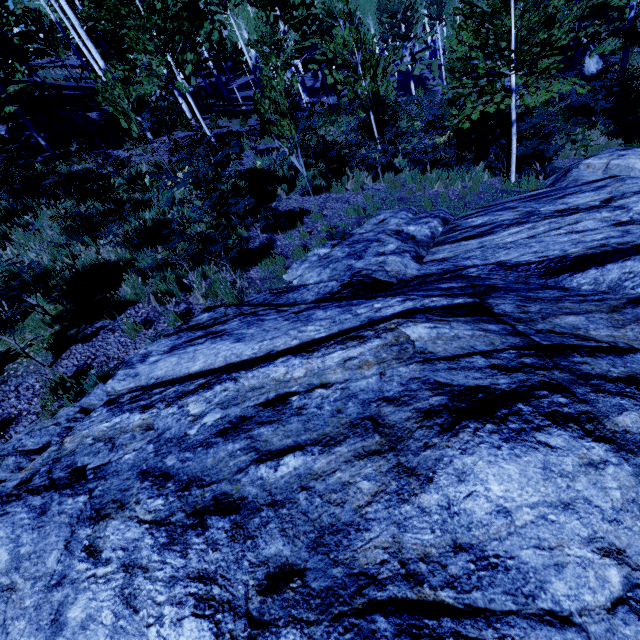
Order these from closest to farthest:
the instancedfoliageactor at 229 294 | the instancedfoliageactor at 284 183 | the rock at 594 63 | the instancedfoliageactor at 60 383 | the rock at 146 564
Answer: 1. the rock at 146 564
2. the instancedfoliageactor at 60 383
3. the instancedfoliageactor at 229 294
4. the instancedfoliageactor at 284 183
5. the rock at 594 63

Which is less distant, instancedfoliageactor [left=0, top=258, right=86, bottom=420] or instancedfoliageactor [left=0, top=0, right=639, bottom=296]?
instancedfoliageactor [left=0, top=258, right=86, bottom=420]

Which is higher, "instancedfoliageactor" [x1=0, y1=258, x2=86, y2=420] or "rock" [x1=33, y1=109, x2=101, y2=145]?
"rock" [x1=33, y1=109, x2=101, y2=145]

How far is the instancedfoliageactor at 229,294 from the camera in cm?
594

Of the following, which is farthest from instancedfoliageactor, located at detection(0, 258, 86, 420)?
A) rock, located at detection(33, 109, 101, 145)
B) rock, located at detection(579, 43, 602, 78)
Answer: rock, located at detection(579, 43, 602, 78)

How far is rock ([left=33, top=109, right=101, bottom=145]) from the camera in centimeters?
1246cm

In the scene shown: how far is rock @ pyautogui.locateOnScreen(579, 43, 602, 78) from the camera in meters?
21.8

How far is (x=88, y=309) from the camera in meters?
6.0 m
